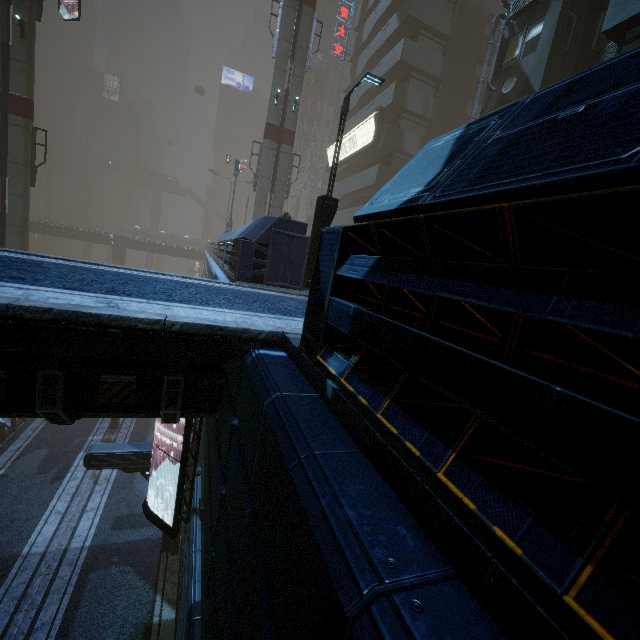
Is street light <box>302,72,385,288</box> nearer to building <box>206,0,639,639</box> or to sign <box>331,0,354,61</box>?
building <box>206,0,639,639</box>

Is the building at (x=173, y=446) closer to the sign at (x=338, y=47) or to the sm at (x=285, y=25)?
the sm at (x=285, y=25)

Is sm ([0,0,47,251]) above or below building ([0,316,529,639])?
above

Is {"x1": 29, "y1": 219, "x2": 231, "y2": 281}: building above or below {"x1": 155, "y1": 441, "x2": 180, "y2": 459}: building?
above

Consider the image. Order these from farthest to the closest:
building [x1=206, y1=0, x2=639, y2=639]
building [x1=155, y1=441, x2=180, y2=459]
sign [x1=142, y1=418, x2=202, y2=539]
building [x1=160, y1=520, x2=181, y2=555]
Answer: building [x1=160, y1=520, x2=181, y2=555], building [x1=155, y1=441, x2=180, y2=459], sign [x1=142, y1=418, x2=202, y2=539], building [x1=206, y1=0, x2=639, y2=639]

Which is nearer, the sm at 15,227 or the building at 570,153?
the building at 570,153

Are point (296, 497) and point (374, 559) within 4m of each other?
yes

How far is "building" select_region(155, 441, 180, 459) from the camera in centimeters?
1250cm
